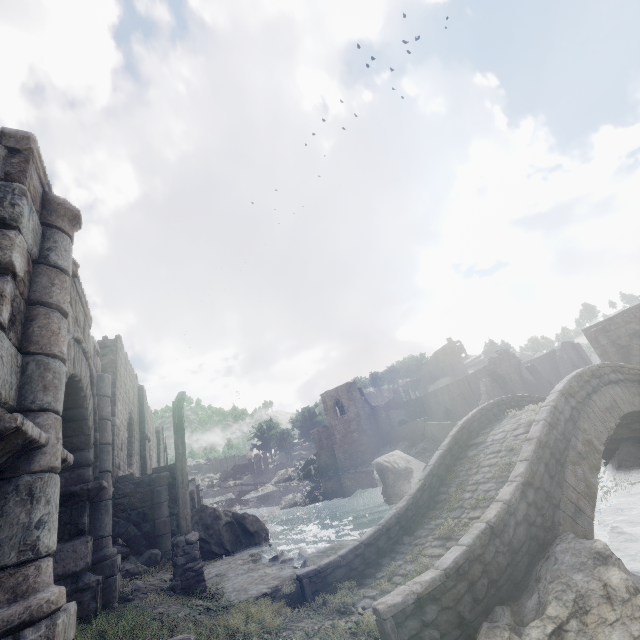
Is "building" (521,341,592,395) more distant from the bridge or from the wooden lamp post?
the bridge

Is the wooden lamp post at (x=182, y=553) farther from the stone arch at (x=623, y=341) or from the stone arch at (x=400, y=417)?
the stone arch at (x=400, y=417)

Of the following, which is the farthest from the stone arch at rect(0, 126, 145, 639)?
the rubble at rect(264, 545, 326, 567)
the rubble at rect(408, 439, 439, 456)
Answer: the rubble at rect(408, 439, 439, 456)

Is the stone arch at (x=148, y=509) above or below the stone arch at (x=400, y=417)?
below

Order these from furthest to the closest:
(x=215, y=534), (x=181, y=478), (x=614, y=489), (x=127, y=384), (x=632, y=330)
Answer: (x=632, y=330)
(x=127, y=384)
(x=215, y=534)
(x=614, y=489)
(x=181, y=478)

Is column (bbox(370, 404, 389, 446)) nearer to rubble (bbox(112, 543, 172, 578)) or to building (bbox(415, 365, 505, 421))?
building (bbox(415, 365, 505, 421))

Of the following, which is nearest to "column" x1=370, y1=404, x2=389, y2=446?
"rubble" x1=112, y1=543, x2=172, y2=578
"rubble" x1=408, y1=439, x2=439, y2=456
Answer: "rubble" x1=408, y1=439, x2=439, y2=456

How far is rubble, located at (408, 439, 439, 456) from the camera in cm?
3603
